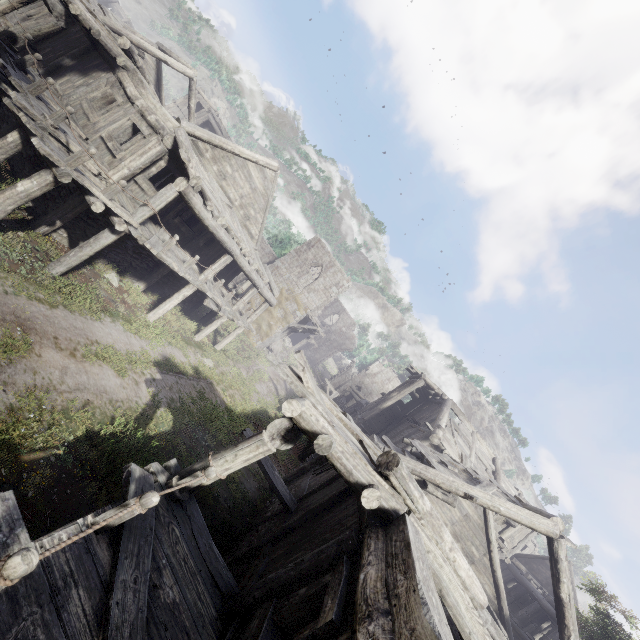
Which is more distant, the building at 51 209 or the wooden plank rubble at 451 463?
the wooden plank rubble at 451 463

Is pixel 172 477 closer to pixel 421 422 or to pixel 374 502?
pixel 374 502

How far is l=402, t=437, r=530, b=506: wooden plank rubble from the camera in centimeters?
1062cm

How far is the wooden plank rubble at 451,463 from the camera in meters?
10.6

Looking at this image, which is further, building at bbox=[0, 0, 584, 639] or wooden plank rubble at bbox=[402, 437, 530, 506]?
wooden plank rubble at bbox=[402, 437, 530, 506]
